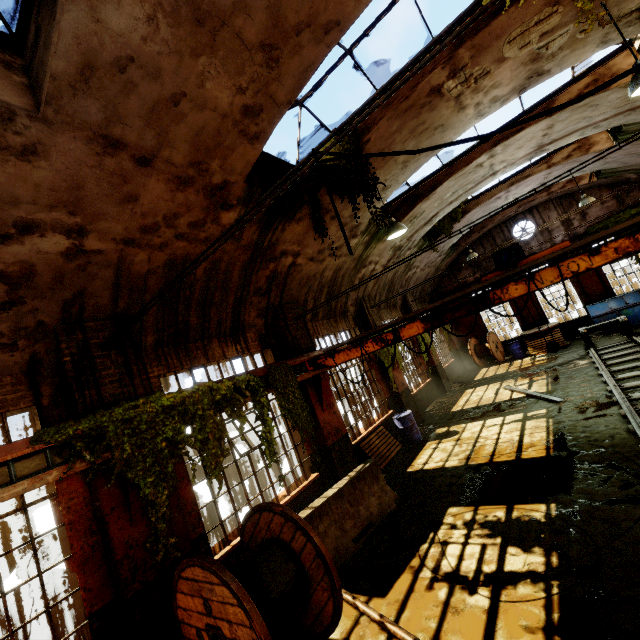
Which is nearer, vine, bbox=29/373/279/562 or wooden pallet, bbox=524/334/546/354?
vine, bbox=29/373/279/562

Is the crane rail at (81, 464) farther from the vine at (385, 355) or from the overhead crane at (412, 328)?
the vine at (385, 355)

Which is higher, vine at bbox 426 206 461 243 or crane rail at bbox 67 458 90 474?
vine at bbox 426 206 461 243

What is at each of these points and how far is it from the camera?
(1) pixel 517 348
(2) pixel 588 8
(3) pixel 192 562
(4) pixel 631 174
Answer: (1) barrel, 18.03m
(2) vine, 4.42m
(3) cable drum, 3.93m
(4) building, 14.91m

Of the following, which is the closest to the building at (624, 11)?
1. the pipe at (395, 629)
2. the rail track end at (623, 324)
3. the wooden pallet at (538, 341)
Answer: the pipe at (395, 629)

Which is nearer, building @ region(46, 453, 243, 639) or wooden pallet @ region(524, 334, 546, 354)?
building @ region(46, 453, 243, 639)

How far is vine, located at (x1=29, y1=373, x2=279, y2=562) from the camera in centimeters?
446cm

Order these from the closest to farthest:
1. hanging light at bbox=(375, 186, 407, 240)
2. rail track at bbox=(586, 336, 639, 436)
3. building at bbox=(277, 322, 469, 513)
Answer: rail track at bbox=(586, 336, 639, 436), hanging light at bbox=(375, 186, 407, 240), building at bbox=(277, 322, 469, 513)
